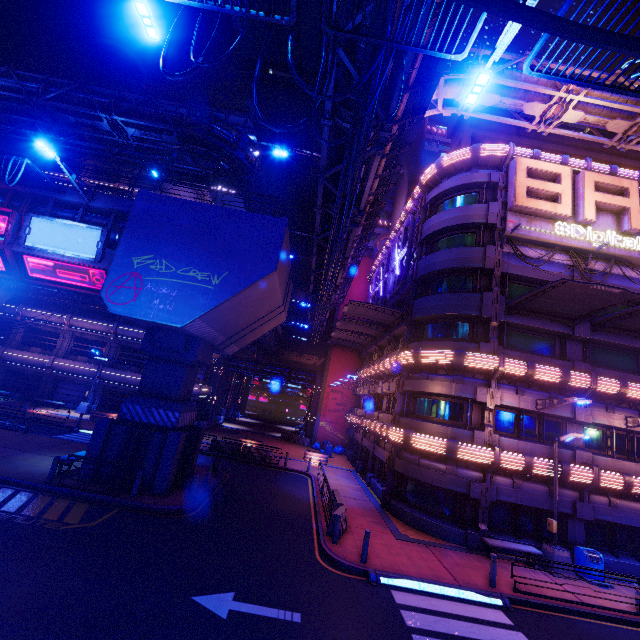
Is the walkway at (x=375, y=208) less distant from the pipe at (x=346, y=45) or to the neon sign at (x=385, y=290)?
the pipe at (x=346, y=45)

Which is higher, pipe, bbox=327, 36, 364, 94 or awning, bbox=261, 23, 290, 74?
awning, bbox=261, 23, 290, 74

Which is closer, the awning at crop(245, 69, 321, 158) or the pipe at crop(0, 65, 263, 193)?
the awning at crop(245, 69, 321, 158)

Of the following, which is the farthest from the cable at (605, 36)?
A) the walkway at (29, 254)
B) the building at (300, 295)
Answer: the building at (300, 295)

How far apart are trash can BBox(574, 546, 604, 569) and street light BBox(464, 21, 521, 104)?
19.0m

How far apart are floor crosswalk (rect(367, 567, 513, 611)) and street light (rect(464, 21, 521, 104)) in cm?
1432

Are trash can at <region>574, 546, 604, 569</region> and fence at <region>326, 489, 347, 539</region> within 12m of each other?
yes

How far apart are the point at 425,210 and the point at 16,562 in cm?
2667
